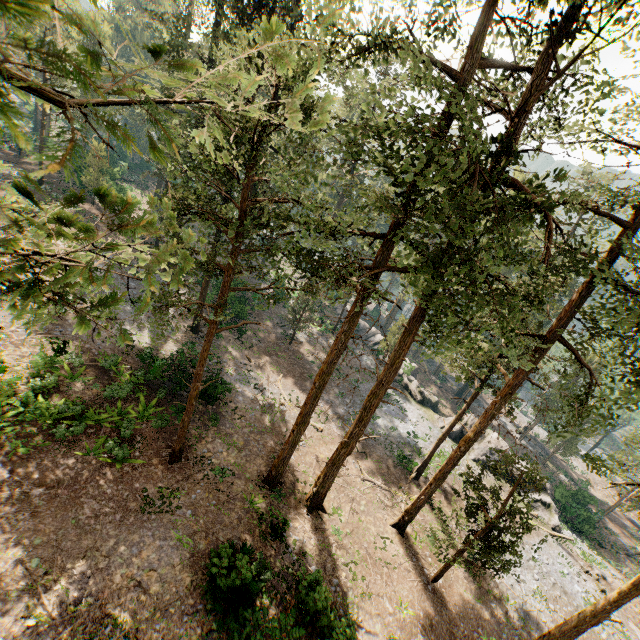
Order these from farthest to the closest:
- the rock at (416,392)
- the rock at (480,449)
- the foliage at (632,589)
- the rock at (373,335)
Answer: the rock at (373,335) < the rock at (416,392) < the rock at (480,449) < the foliage at (632,589)

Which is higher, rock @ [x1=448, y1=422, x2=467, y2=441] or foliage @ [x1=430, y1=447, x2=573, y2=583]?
foliage @ [x1=430, y1=447, x2=573, y2=583]

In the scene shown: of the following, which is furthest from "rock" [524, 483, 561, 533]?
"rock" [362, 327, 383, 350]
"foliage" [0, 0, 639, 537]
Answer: "foliage" [0, 0, 639, 537]

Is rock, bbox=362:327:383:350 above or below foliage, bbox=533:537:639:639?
below

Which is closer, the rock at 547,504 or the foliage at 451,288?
the foliage at 451,288

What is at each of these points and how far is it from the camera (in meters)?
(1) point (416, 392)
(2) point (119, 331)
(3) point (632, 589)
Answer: (1) rock, 36.53
(2) foliage, 2.35
(3) foliage, 14.91

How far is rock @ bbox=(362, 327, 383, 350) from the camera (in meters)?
44.31
